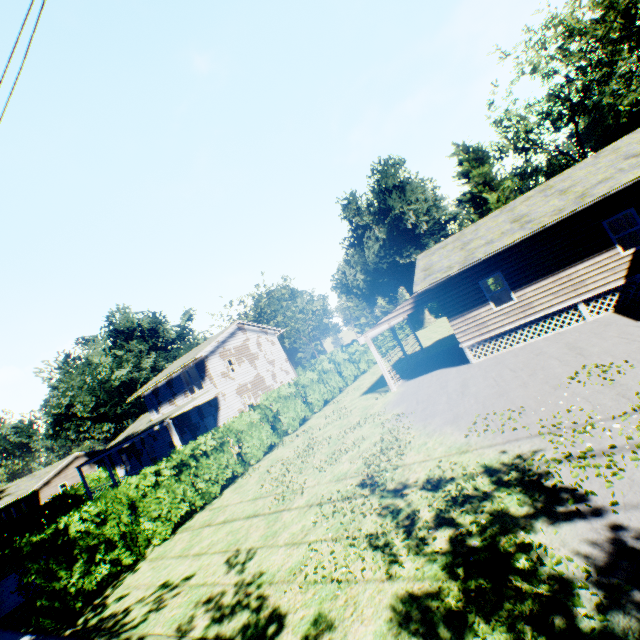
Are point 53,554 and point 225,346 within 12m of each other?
no

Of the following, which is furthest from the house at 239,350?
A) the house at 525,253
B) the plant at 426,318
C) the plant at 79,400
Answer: the plant at 426,318

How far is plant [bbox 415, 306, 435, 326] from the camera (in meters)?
52.51

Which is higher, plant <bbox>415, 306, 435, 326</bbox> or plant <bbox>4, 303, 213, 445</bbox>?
plant <bbox>4, 303, 213, 445</bbox>

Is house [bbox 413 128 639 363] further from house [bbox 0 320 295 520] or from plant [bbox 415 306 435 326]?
plant [bbox 415 306 435 326]

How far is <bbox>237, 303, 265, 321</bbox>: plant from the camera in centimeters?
5716cm

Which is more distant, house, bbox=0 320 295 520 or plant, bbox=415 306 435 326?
plant, bbox=415 306 435 326

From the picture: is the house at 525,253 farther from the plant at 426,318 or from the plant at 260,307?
the plant at 260,307
